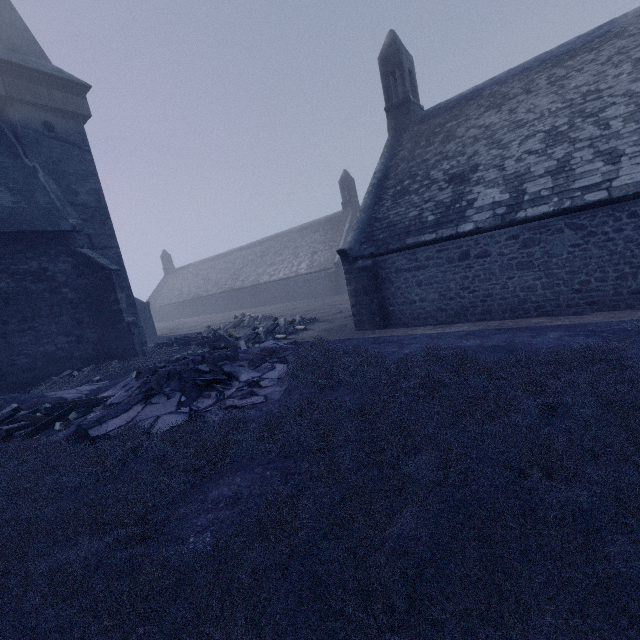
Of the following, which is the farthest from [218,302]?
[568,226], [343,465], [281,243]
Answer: [343,465]
